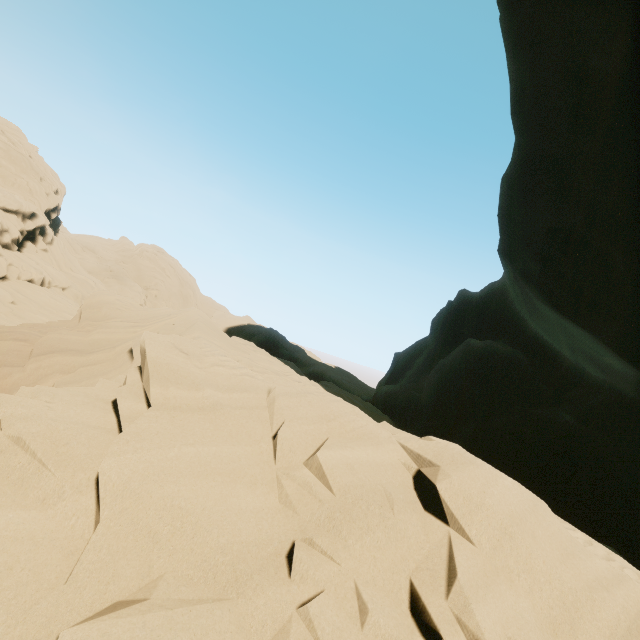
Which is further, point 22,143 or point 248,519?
point 22,143
